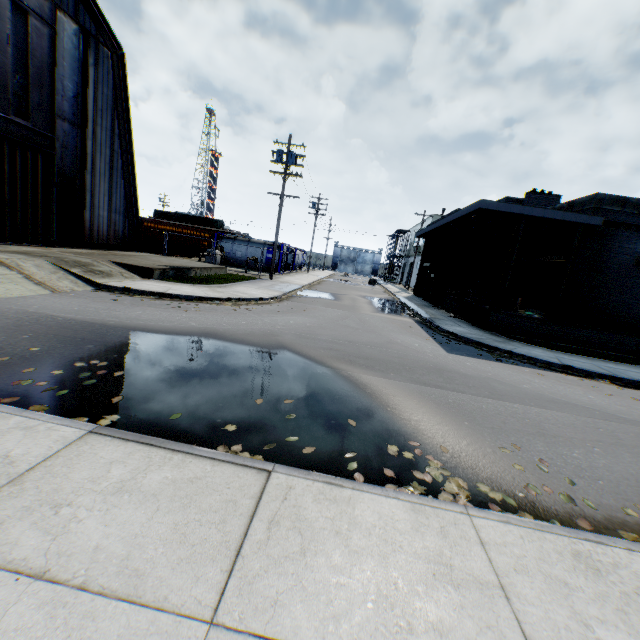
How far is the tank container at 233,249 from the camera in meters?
31.2

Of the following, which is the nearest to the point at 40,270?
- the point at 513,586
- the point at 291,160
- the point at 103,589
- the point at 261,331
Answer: the point at 261,331

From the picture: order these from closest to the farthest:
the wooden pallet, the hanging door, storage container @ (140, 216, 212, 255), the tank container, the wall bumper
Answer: the hanging door < the wall bumper < the wooden pallet < storage container @ (140, 216, 212, 255) < the tank container

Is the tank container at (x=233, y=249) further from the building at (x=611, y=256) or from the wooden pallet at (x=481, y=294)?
the wooden pallet at (x=481, y=294)

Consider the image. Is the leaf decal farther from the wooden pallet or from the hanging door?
the wooden pallet

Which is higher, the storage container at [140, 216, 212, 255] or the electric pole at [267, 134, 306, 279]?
the electric pole at [267, 134, 306, 279]

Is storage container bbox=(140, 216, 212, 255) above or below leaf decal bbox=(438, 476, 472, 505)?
above

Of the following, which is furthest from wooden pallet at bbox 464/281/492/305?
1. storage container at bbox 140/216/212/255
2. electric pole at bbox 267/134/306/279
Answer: storage container at bbox 140/216/212/255
